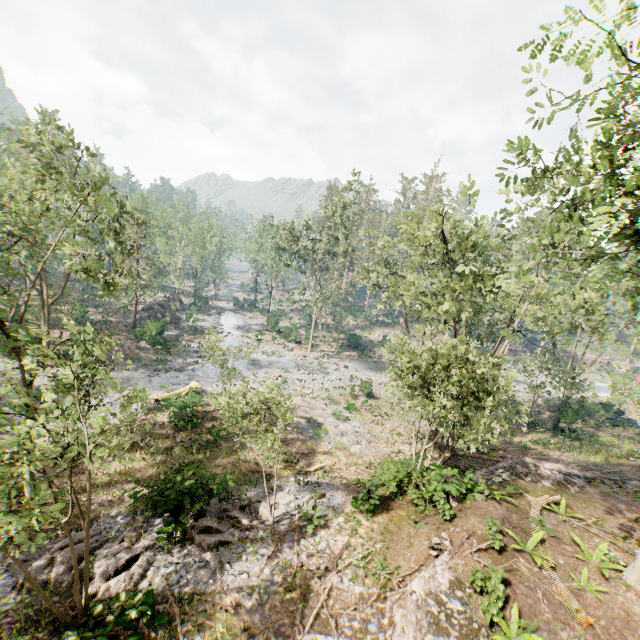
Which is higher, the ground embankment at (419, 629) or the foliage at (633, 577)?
the foliage at (633, 577)

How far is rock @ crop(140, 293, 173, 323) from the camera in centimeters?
4912cm

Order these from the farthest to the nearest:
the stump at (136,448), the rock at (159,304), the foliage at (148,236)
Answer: the rock at (159,304)
the stump at (136,448)
the foliage at (148,236)

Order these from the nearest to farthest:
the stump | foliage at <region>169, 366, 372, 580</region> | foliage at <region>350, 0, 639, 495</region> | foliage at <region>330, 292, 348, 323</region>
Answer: foliage at <region>350, 0, 639, 495</region> < foliage at <region>169, 366, 372, 580</region> < the stump < foliage at <region>330, 292, 348, 323</region>

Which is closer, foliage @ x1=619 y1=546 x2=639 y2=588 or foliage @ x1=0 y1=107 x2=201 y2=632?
foliage @ x1=0 y1=107 x2=201 y2=632

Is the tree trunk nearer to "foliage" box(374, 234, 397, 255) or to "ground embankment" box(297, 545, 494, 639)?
"foliage" box(374, 234, 397, 255)

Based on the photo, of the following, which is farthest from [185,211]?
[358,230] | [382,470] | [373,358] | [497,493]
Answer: [497,493]
